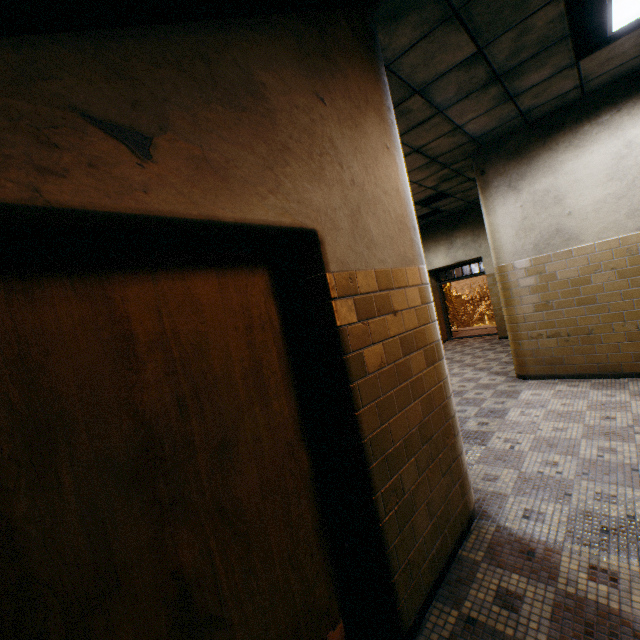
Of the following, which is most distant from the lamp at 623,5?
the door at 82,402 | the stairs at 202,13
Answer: the door at 82,402

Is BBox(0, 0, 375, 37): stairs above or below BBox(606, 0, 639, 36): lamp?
below

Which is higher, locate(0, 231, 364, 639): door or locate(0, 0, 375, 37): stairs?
locate(0, 0, 375, 37): stairs

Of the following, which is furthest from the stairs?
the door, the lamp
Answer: the lamp

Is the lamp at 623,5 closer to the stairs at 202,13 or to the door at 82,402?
the stairs at 202,13

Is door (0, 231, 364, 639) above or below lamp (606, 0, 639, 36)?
below

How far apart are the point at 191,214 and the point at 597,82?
5.7 meters
